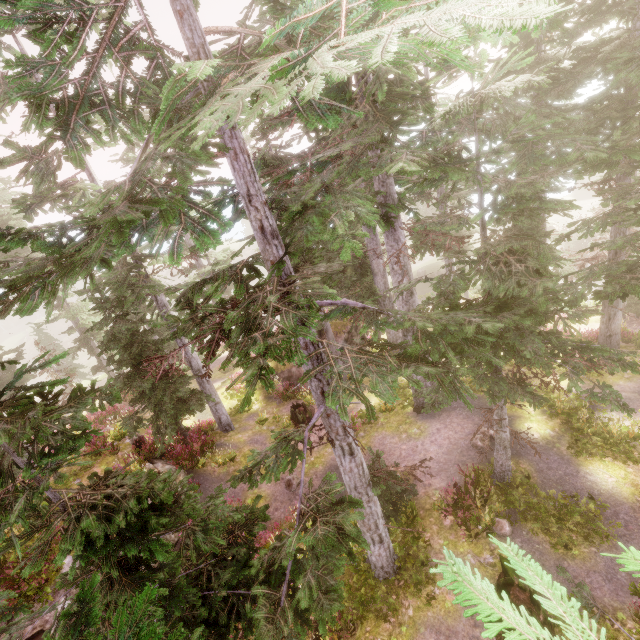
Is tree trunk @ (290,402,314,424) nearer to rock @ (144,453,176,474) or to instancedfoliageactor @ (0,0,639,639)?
instancedfoliageactor @ (0,0,639,639)

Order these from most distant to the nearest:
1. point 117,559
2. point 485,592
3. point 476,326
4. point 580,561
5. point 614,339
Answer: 1. point 614,339
2. point 580,561
3. point 476,326
4. point 117,559
5. point 485,592

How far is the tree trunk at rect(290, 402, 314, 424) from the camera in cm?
1722

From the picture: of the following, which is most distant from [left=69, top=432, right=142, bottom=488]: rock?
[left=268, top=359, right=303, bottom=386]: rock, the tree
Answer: the tree

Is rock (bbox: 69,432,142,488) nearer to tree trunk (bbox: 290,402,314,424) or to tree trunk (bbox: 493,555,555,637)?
tree trunk (bbox: 290,402,314,424)

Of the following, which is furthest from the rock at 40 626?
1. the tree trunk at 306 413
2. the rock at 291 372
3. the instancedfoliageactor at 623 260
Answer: the rock at 291 372

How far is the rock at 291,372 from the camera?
20.7m

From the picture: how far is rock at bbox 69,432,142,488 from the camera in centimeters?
1298cm
